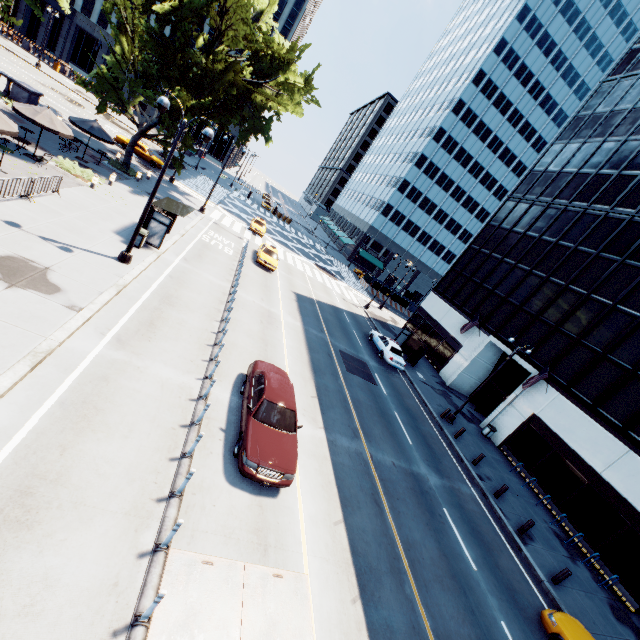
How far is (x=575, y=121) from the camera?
33.2m

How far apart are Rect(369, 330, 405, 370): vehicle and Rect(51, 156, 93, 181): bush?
23.07m

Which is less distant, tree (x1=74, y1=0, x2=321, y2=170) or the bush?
the bush

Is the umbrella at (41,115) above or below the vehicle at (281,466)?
above

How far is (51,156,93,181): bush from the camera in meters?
20.0 m

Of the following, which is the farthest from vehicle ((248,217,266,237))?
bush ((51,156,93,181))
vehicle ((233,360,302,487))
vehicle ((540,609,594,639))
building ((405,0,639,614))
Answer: vehicle ((540,609,594,639))

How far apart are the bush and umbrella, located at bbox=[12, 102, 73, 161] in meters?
1.6

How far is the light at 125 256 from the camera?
13.08m
